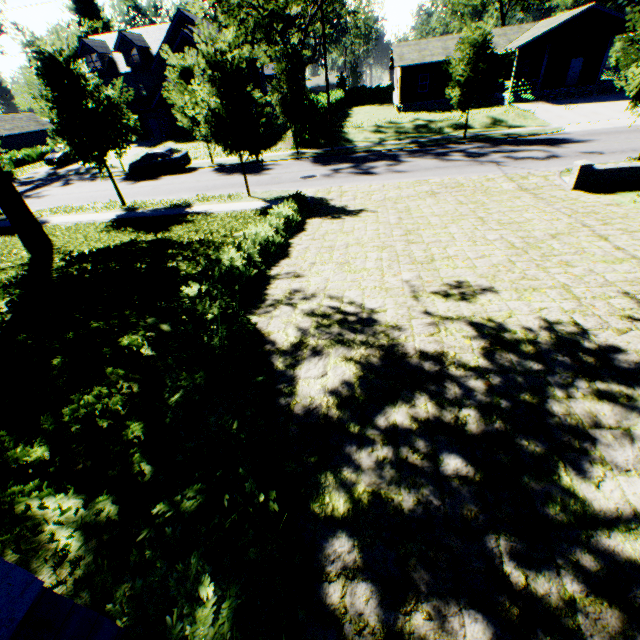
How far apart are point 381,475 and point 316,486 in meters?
0.6

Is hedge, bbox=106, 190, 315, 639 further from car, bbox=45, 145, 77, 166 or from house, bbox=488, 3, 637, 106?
car, bbox=45, 145, 77, 166

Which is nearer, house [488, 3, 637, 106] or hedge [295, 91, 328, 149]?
hedge [295, 91, 328, 149]

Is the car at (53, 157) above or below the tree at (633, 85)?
below

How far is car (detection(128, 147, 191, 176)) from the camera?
23.94m

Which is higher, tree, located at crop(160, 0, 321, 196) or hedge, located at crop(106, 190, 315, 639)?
tree, located at crop(160, 0, 321, 196)

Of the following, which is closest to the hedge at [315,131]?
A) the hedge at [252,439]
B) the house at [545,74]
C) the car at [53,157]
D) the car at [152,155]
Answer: the house at [545,74]

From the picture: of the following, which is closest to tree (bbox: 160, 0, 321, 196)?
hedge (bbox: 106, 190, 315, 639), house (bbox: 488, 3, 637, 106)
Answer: hedge (bbox: 106, 190, 315, 639)
